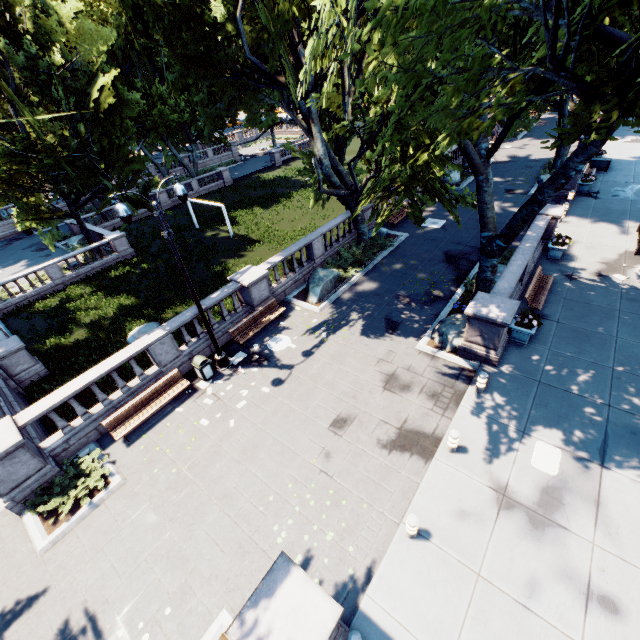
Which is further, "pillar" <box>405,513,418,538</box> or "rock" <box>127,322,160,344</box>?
"rock" <box>127,322,160,344</box>

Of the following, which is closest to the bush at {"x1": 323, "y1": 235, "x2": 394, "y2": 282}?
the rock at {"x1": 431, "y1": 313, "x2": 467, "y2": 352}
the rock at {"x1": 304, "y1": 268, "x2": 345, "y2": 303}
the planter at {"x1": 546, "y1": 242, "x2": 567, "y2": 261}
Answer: the rock at {"x1": 304, "y1": 268, "x2": 345, "y2": 303}

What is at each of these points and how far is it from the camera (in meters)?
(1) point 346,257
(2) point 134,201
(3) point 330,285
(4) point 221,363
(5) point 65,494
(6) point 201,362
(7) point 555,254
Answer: (1) bush, 18.89
(2) tree, 23.75
(3) rock, 17.19
(4) light, 13.44
(5) bush, 9.73
(6) garbage can, 12.83
(7) planter, 16.66

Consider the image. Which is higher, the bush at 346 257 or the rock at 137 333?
the bush at 346 257

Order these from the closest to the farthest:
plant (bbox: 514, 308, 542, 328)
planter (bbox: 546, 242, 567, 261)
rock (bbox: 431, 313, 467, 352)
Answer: plant (bbox: 514, 308, 542, 328) → rock (bbox: 431, 313, 467, 352) → planter (bbox: 546, 242, 567, 261)

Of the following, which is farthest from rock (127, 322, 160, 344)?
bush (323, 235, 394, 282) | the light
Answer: bush (323, 235, 394, 282)

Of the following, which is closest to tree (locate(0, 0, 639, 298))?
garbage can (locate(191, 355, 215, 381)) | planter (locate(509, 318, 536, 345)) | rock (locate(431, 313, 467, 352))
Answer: rock (locate(431, 313, 467, 352))

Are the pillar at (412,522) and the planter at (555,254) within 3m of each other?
no
